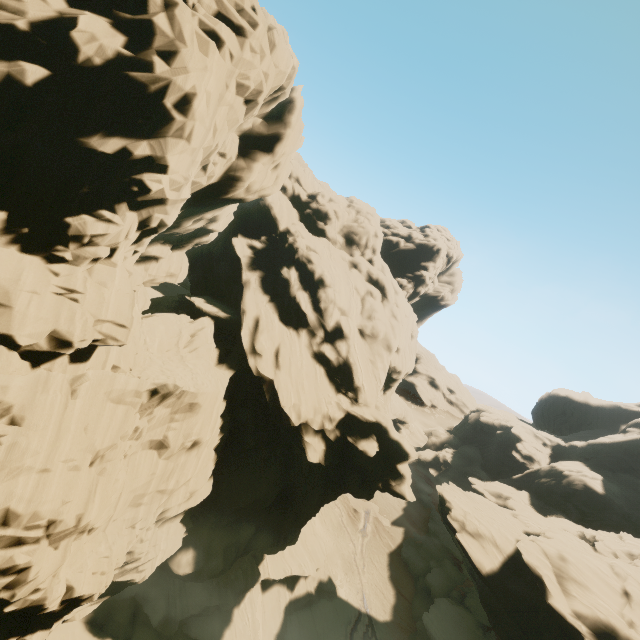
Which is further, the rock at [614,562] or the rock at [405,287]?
the rock at [614,562]

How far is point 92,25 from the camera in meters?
11.8 m

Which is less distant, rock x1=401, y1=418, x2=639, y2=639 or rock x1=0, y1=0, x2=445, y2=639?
rock x1=0, y1=0, x2=445, y2=639
